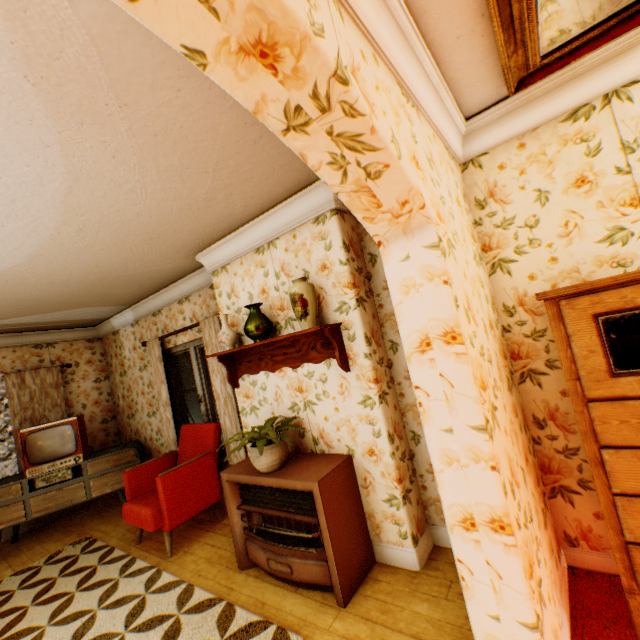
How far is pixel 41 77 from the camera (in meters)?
1.32

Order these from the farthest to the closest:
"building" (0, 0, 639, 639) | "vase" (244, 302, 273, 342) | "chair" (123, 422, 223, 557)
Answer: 1. "chair" (123, 422, 223, 557)
2. "vase" (244, 302, 273, 342)
3. "building" (0, 0, 639, 639)

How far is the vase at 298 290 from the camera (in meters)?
2.66

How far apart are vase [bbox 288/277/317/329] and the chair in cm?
227

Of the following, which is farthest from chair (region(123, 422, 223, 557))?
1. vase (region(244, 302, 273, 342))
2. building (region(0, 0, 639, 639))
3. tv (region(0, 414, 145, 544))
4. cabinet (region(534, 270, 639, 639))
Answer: cabinet (region(534, 270, 639, 639))

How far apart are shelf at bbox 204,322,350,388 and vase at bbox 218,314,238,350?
0.1 meters

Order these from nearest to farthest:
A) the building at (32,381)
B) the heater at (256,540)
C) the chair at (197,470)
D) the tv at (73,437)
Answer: the building at (32,381)
the heater at (256,540)
the chair at (197,470)
the tv at (73,437)

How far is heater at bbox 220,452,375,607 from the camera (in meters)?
2.39
